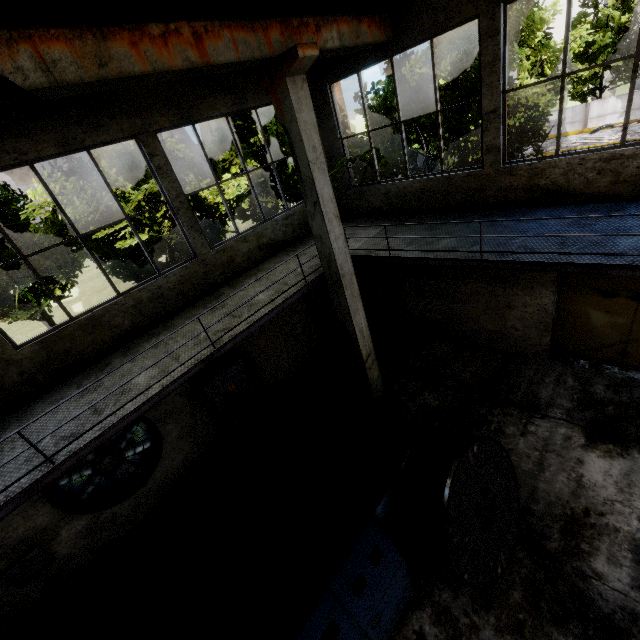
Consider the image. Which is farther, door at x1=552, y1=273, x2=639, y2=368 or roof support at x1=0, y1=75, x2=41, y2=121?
door at x1=552, y1=273, x2=639, y2=368

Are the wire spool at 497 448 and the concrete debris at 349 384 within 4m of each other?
yes

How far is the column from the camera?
5.1m

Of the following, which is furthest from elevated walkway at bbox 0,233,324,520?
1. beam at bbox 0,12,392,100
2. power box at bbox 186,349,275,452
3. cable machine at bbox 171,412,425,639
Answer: beam at bbox 0,12,392,100

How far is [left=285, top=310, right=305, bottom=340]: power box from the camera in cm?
1001

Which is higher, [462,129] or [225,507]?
[462,129]

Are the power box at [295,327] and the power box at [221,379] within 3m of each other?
yes

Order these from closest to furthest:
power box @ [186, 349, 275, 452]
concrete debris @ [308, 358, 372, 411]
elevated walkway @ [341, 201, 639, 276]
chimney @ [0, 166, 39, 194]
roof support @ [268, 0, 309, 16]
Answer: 1. elevated walkway @ [341, 201, 639, 276]
2. roof support @ [268, 0, 309, 16]
3. power box @ [186, 349, 275, 452]
4. concrete debris @ [308, 358, 372, 411]
5. chimney @ [0, 166, 39, 194]
